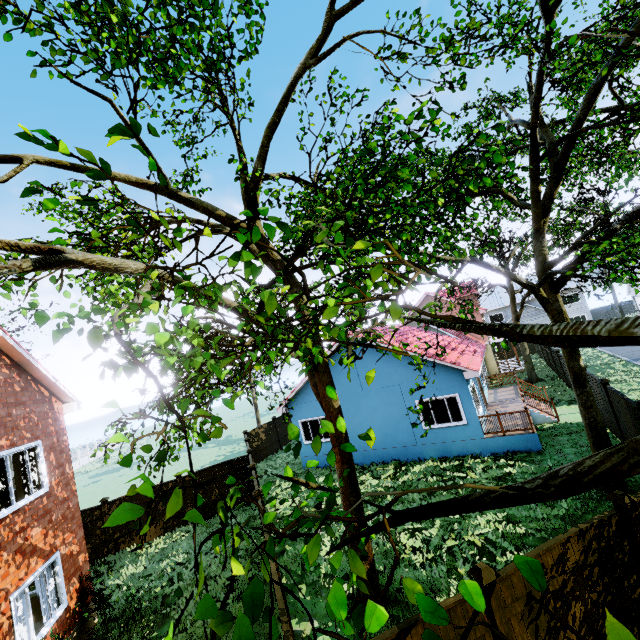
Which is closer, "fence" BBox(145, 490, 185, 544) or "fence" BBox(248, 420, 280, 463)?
"fence" BBox(145, 490, 185, 544)

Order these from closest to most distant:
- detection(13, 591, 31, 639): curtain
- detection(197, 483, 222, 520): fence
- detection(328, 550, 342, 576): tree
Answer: detection(328, 550, 342, 576): tree < detection(13, 591, 31, 639): curtain < detection(197, 483, 222, 520): fence

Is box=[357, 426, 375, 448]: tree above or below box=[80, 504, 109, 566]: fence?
above

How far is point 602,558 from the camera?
5.06m

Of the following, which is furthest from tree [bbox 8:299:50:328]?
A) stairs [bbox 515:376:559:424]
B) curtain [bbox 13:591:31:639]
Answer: stairs [bbox 515:376:559:424]

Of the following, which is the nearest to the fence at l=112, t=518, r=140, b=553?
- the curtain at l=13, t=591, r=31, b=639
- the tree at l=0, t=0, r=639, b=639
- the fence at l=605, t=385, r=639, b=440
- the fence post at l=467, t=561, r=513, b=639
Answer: the fence at l=605, t=385, r=639, b=440

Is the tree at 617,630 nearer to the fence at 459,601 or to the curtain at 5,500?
the fence at 459,601

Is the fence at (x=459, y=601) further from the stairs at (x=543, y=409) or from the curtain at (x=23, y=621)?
the curtain at (x=23, y=621)
